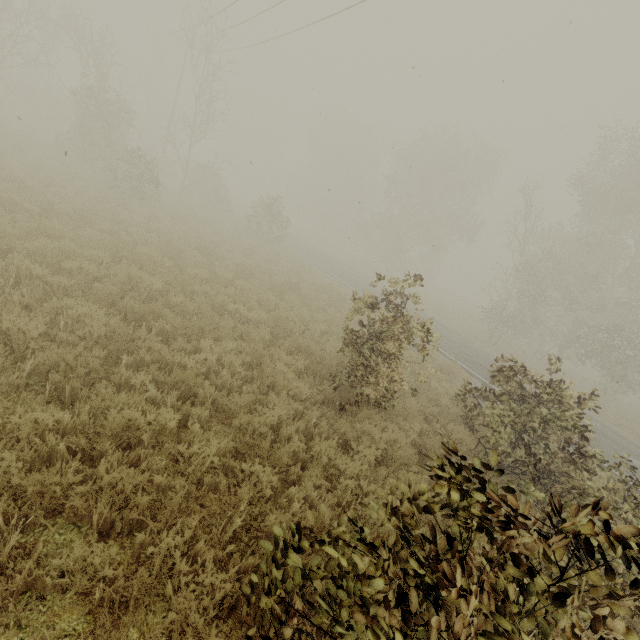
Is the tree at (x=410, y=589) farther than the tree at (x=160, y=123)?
No

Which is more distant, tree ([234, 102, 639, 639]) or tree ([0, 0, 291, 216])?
tree ([0, 0, 291, 216])

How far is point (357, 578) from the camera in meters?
2.0 m
